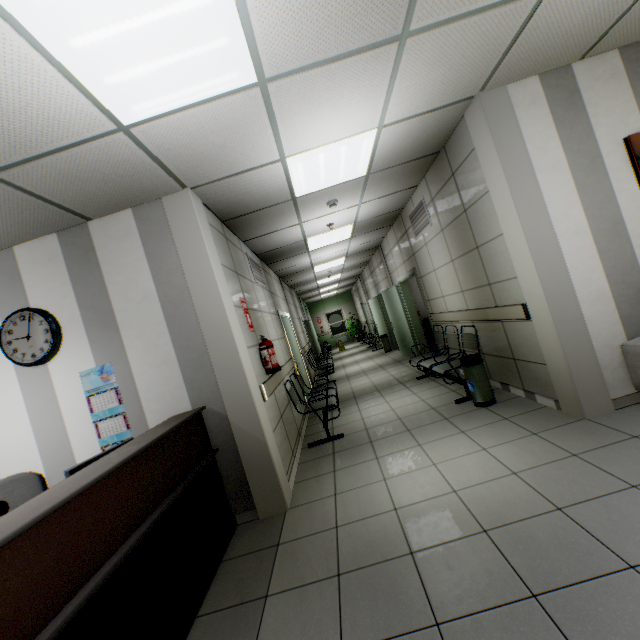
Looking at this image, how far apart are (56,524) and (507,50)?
4.3 meters

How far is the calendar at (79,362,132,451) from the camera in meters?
3.2

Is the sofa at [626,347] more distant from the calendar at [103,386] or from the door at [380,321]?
the calendar at [103,386]

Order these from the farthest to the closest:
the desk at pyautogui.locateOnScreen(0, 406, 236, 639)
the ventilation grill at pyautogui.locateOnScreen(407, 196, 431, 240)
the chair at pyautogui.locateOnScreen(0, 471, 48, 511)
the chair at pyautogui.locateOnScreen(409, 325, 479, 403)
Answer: the ventilation grill at pyautogui.locateOnScreen(407, 196, 431, 240) → the chair at pyautogui.locateOnScreen(409, 325, 479, 403) → the chair at pyautogui.locateOnScreen(0, 471, 48, 511) → the desk at pyautogui.locateOnScreen(0, 406, 236, 639)

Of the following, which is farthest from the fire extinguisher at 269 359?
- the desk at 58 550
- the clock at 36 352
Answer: the clock at 36 352

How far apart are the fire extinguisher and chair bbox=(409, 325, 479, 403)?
2.34m

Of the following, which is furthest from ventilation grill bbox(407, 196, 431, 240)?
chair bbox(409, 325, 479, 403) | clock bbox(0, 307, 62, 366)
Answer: clock bbox(0, 307, 62, 366)

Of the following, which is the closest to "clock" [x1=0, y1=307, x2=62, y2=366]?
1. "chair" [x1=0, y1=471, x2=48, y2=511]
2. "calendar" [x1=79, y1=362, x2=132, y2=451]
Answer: "calendar" [x1=79, y1=362, x2=132, y2=451]
